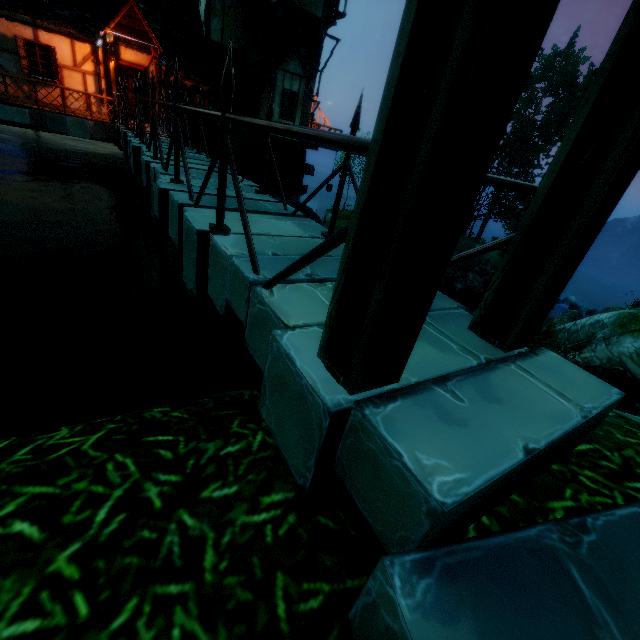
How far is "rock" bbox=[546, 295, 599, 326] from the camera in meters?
22.3 m

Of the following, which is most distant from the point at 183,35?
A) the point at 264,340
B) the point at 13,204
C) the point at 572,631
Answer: the point at 572,631

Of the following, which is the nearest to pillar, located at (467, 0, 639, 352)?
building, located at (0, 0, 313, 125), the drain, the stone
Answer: the stone

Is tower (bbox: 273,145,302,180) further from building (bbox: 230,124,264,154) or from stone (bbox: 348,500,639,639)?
stone (bbox: 348,500,639,639)

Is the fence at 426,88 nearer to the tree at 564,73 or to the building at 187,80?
the tree at 564,73

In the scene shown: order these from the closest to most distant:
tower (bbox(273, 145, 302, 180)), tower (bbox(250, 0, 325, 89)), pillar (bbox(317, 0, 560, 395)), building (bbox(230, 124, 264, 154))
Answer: pillar (bbox(317, 0, 560, 395))
tower (bbox(250, 0, 325, 89))
building (bbox(230, 124, 264, 154))
tower (bbox(273, 145, 302, 180))

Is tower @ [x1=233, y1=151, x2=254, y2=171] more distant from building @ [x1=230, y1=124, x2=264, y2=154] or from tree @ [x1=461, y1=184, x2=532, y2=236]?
tree @ [x1=461, y1=184, x2=532, y2=236]

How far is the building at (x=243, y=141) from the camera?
17.9 meters
